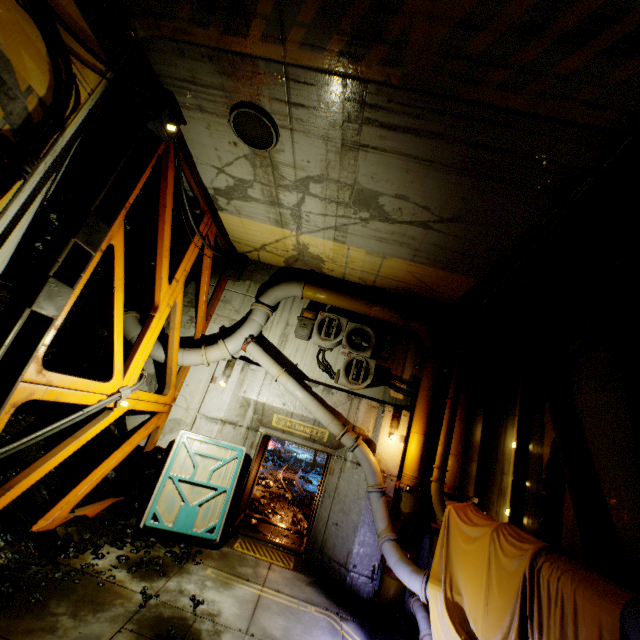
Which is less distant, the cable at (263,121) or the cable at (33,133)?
the cable at (33,133)

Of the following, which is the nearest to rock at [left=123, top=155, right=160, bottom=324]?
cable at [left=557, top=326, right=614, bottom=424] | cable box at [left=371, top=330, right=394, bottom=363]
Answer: cable box at [left=371, top=330, right=394, bottom=363]

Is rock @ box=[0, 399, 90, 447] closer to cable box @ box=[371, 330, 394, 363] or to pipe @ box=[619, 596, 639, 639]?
pipe @ box=[619, 596, 639, 639]

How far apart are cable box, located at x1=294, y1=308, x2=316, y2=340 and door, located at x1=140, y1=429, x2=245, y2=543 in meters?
3.1 m

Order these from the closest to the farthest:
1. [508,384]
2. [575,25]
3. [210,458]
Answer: [575,25]
[210,458]
[508,384]

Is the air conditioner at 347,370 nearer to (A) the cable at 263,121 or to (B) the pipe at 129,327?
(B) the pipe at 129,327

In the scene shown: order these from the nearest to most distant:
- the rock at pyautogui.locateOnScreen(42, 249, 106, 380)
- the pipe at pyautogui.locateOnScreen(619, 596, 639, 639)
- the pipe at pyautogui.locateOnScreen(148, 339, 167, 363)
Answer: the pipe at pyautogui.locateOnScreen(619, 596, 639, 639), the rock at pyautogui.locateOnScreen(42, 249, 106, 380), the pipe at pyautogui.locateOnScreen(148, 339, 167, 363)

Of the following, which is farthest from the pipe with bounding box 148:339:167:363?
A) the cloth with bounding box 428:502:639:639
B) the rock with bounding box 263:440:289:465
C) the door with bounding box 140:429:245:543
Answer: the rock with bounding box 263:440:289:465
